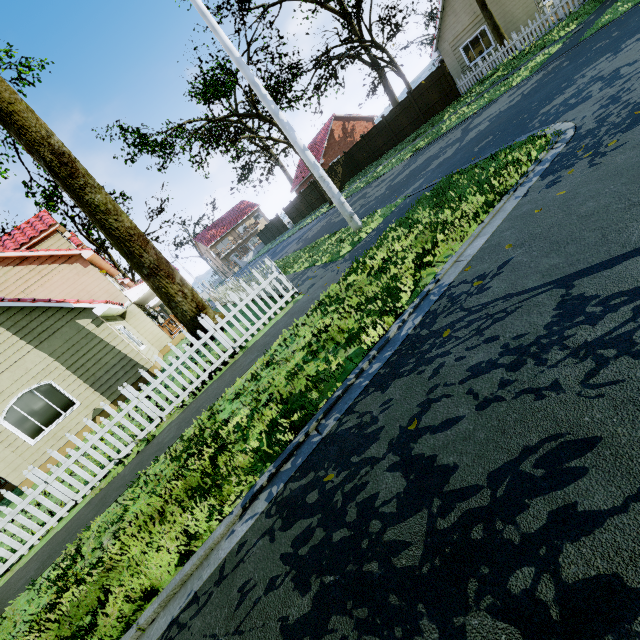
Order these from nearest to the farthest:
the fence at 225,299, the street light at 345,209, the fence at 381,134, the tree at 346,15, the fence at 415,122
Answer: the fence at 225,299 < the street light at 345,209 < the tree at 346,15 < the fence at 415,122 < the fence at 381,134

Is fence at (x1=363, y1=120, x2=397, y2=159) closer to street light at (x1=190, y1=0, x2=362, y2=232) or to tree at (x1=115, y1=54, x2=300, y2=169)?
tree at (x1=115, y1=54, x2=300, y2=169)

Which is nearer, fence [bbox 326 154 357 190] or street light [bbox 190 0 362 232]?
street light [bbox 190 0 362 232]

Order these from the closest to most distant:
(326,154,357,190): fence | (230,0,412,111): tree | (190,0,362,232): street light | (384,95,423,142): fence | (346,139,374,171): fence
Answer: (190,0,362,232): street light → (230,0,412,111): tree → (384,95,423,142): fence → (346,139,374,171): fence → (326,154,357,190): fence

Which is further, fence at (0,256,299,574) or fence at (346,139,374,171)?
fence at (346,139,374,171)

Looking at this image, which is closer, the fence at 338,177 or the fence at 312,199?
the fence at 338,177

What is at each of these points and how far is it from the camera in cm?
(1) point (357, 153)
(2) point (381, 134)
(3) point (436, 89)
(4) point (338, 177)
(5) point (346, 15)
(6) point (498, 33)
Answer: (1) fence, 2964
(2) fence, 2636
(3) fence, 2095
(4) fence, 3044
(5) tree, 3044
(6) tree, 1778
